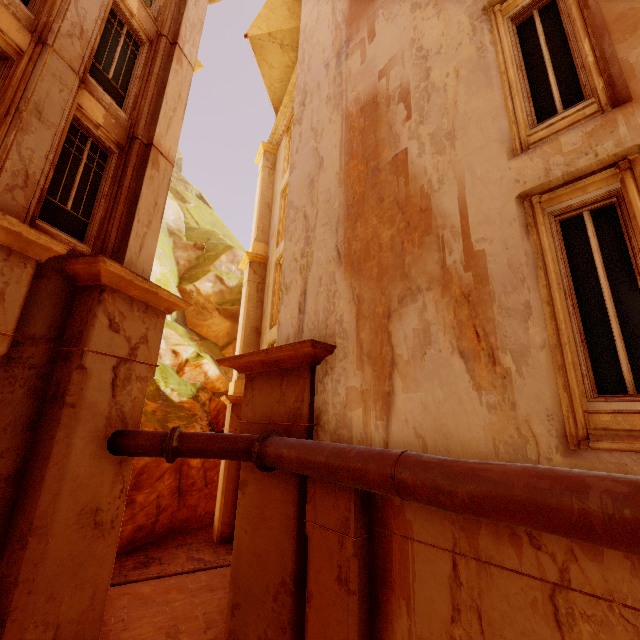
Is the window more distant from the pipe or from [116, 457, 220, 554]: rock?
[116, 457, 220, 554]: rock

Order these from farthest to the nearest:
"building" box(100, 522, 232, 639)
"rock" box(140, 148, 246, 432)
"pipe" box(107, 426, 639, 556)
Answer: "rock" box(140, 148, 246, 432) < "building" box(100, 522, 232, 639) < "pipe" box(107, 426, 639, 556)

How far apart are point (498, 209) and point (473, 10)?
4.1m

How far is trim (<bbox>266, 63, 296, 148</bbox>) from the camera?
15.1m

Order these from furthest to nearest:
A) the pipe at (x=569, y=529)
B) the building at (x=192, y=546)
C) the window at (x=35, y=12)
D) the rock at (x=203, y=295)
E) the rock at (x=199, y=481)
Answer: the rock at (x=203, y=295) < the rock at (x=199, y=481) < the building at (x=192, y=546) < the window at (x=35, y=12) < the pipe at (x=569, y=529)

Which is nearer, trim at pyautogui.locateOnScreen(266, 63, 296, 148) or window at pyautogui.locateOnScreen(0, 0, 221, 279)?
window at pyautogui.locateOnScreen(0, 0, 221, 279)

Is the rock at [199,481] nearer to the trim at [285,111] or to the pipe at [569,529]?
the pipe at [569,529]
